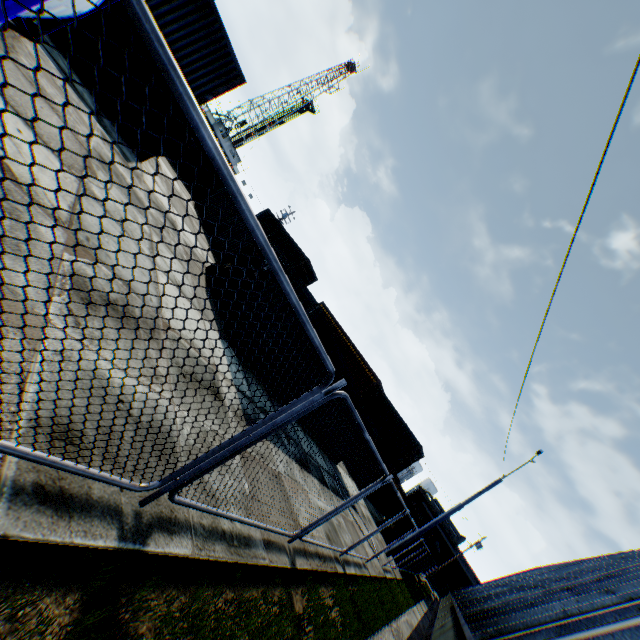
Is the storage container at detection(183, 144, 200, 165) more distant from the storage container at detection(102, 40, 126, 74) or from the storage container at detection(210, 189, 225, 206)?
the storage container at detection(102, 40, 126, 74)

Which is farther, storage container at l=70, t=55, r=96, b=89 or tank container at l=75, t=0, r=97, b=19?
storage container at l=70, t=55, r=96, b=89

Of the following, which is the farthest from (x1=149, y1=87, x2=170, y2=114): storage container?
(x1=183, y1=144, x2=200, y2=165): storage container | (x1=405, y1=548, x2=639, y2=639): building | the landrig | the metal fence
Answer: the landrig

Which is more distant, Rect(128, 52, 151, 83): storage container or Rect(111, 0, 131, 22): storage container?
Rect(128, 52, 151, 83): storage container

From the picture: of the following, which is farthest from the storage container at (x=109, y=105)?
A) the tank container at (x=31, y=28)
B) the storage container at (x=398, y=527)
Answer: the storage container at (x=398, y=527)

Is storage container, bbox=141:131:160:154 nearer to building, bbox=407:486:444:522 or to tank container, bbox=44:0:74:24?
tank container, bbox=44:0:74:24

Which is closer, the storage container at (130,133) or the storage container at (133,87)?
the storage container at (133,87)

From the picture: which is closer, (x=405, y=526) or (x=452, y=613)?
(x=452, y=613)
